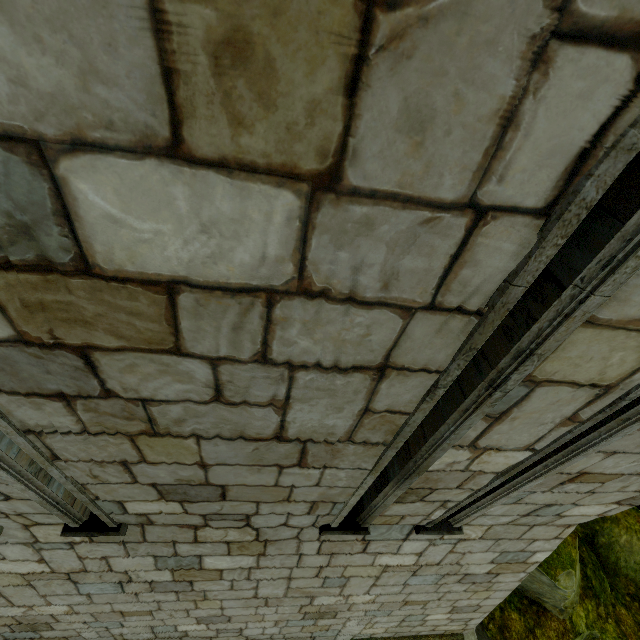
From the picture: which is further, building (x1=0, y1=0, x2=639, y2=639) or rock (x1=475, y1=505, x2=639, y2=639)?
rock (x1=475, y1=505, x2=639, y2=639)

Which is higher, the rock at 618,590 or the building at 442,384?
the building at 442,384

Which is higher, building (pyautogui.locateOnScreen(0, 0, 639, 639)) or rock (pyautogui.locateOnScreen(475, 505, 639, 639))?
building (pyautogui.locateOnScreen(0, 0, 639, 639))

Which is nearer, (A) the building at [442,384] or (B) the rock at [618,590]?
(A) the building at [442,384]

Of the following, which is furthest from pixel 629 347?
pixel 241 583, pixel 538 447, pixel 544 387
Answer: pixel 241 583
